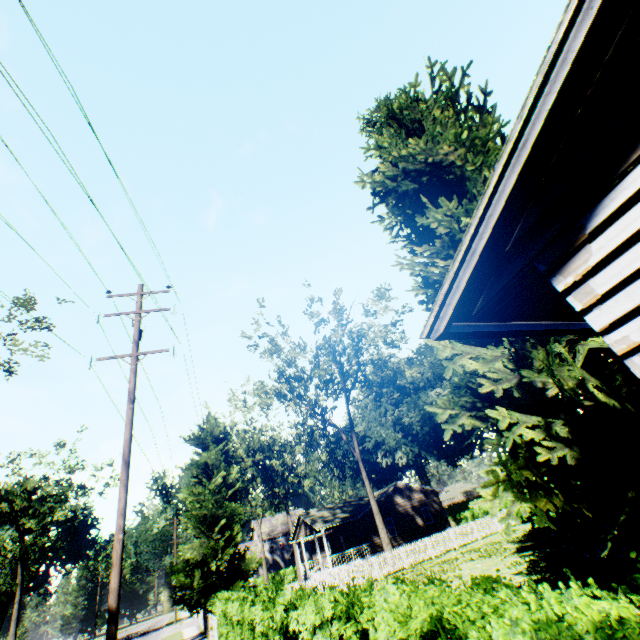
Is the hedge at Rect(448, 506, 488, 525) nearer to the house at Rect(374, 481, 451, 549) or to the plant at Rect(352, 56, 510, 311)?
the plant at Rect(352, 56, 510, 311)

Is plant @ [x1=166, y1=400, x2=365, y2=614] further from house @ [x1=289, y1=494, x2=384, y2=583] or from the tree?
the tree

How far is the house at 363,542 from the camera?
31.94m

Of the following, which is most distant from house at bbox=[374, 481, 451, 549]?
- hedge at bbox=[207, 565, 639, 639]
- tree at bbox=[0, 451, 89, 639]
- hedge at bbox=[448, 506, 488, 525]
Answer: tree at bbox=[0, 451, 89, 639]

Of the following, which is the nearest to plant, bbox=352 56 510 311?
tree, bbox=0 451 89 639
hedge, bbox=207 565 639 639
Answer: hedge, bbox=207 565 639 639

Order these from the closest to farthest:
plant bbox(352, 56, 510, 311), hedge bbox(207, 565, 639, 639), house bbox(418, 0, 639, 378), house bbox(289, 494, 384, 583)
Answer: hedge bbox(207, 565, 639, 639)
house bbox(418, 0, 639, 378)
plant bbox(352, 56, 510, 311)
house bbox(289, 494, 384, 583)

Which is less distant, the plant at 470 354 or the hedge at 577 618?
the hedge at 577 618

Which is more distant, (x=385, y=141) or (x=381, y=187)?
(x=385, y=141)
